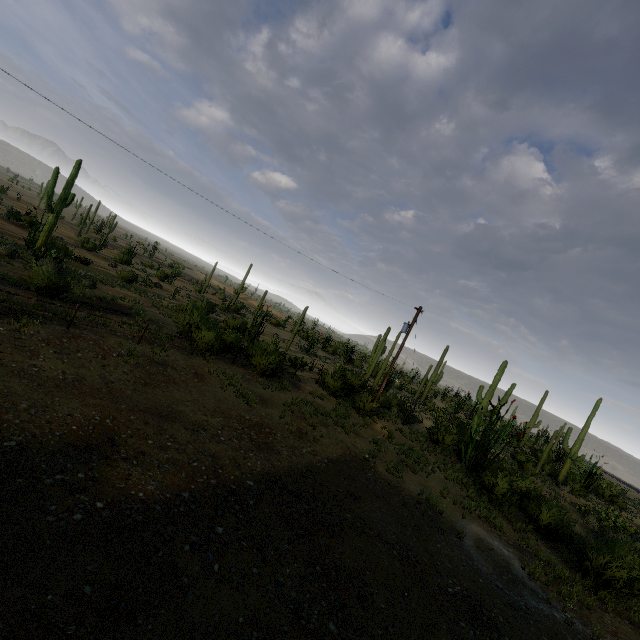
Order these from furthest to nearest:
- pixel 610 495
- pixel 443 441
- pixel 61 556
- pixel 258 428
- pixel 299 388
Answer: pixel 610 495 < pixel 443 441 < pixel 299 388 < pixel 258 428 < pixel 61 556
